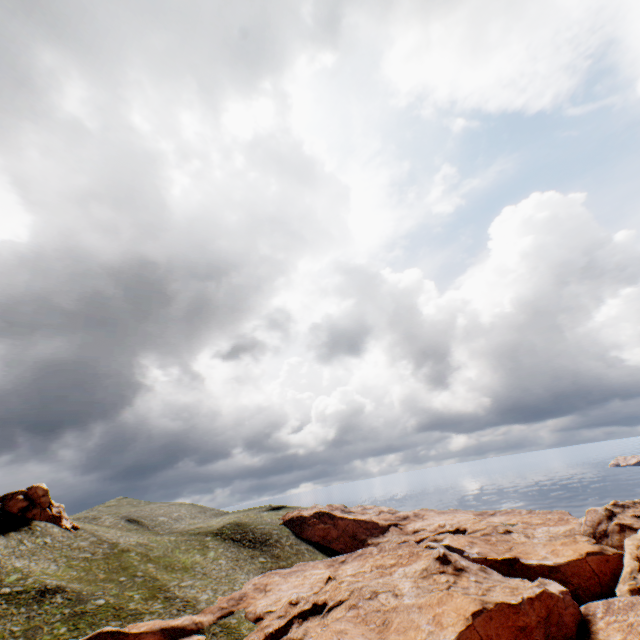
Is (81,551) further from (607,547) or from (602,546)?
(607,547)
